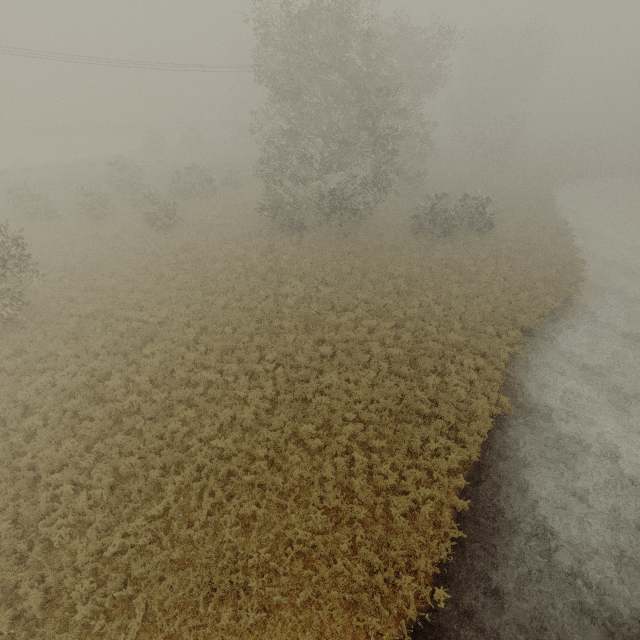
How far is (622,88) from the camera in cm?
5994
